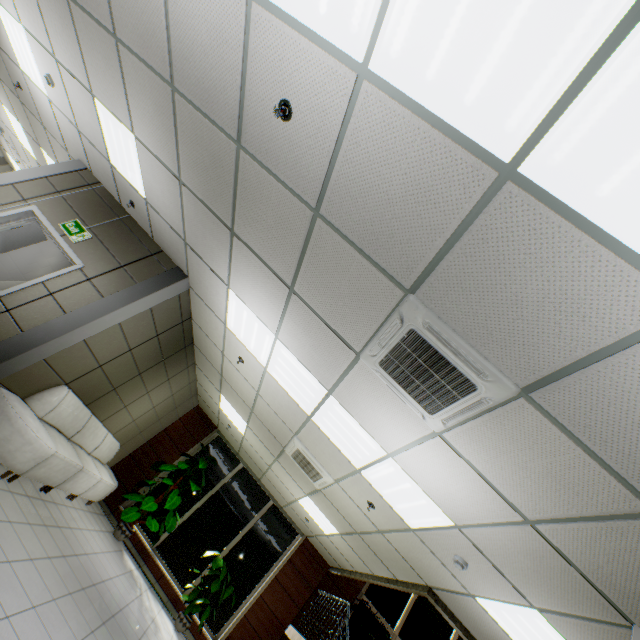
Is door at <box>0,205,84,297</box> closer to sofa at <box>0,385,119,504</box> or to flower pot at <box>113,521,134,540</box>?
sofa at <box>0,385,119,504</box>

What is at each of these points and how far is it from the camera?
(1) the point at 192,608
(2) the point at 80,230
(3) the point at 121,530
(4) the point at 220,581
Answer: (1) plant, 7.11m
(2) exit sign, 5.20m
(3) flower pot, 7.39m
(4) plant, 7.41m

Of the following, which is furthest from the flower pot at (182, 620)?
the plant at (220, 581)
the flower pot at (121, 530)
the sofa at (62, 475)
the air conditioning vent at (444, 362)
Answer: the air conditioning vent at (444, 362)

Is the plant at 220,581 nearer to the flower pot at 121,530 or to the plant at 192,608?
the plant at 192,608

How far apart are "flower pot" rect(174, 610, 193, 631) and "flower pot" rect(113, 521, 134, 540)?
2.0 meters

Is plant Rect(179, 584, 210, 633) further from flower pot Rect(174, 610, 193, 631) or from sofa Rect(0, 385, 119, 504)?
sofa Rect(0, 385, 119, 504)

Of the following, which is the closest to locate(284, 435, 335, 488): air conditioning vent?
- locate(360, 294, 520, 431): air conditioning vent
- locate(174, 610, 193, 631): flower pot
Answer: locate(360, 294, 520, 431): air conditioning vent

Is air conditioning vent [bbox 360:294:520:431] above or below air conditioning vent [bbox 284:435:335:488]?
above
